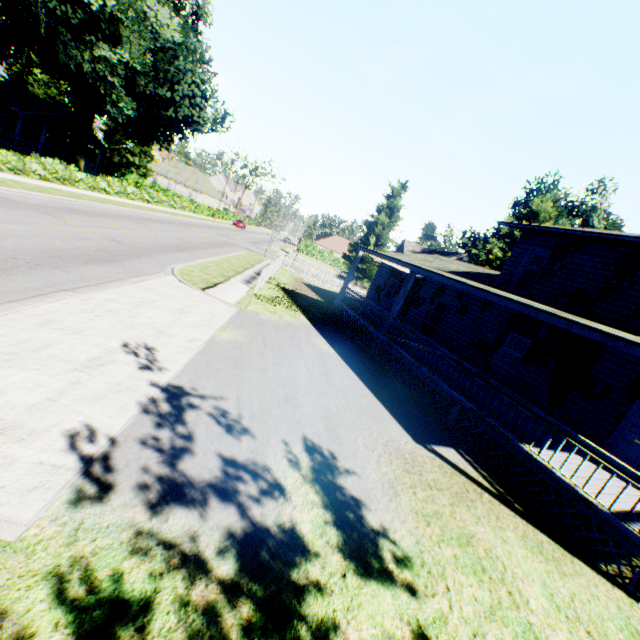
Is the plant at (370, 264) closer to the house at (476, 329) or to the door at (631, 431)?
the house at (476, 329)

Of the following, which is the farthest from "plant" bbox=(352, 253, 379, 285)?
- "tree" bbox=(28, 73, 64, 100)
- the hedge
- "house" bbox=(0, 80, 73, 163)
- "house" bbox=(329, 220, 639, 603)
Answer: "house" bbox=(0, 80, 73, 163)

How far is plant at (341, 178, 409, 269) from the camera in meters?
44.6

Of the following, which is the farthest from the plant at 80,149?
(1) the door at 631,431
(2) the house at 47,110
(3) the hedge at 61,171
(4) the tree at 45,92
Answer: (1) the door at 631,431

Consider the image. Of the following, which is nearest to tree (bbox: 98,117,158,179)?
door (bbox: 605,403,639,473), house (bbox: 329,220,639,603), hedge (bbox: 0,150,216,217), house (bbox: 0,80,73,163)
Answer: hedge (bbox: 0,150,216,217)

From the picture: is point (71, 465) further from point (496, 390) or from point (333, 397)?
point (496, 390)

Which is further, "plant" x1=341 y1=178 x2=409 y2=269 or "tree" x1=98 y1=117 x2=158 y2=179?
"tree" x1=98 y1=117 x2=158 y2=179
